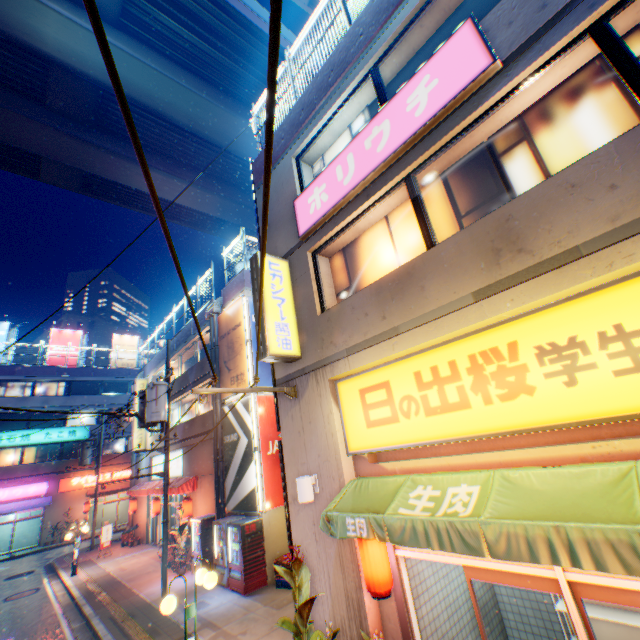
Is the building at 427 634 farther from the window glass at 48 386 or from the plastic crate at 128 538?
the window glass at 48 386

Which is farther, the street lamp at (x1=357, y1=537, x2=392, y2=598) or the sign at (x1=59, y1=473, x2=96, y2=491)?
the sign at (x1=59, y1=473, x2=96, y2=491)

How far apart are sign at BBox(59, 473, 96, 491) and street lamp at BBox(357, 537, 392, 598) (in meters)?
36.15

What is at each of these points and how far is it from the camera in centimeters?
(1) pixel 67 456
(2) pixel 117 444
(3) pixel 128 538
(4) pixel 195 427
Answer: (1) building, 3094cm
(2) window glass, 3378cm
(3) plastic crate, 2191cm
(4) building, 1766cm

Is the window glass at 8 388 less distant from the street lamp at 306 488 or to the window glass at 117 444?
the window glass at 117 444

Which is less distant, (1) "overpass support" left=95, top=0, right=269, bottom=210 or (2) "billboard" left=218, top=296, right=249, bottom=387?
(2) "billboard" left=218, top=296, right=249, bottom=387

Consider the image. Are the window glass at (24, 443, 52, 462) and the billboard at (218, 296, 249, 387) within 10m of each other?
no

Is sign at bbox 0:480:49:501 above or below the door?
above
